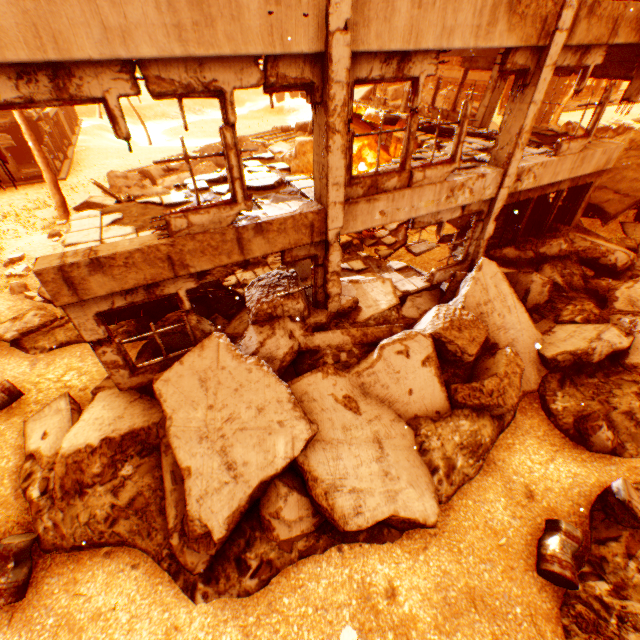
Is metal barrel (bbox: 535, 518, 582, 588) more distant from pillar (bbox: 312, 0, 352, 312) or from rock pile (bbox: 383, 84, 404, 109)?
rock pile (bbox: 383, 84, 404, 109)

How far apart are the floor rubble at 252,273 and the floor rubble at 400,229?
3.5 meters

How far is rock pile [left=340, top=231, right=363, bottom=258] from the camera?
11.69m

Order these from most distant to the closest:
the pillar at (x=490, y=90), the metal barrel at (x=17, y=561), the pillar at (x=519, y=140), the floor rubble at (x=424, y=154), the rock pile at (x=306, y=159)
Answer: the rock pile at (x=306, y=159), the pillar at (x=490, y=90), the floor rubble at (x=424, y=154), the pillar at (x=519, y=140), the metal barrel at (x=17, y=561)

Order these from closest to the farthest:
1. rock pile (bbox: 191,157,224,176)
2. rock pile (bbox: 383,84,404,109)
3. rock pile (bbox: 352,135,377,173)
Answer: rock pile (bbox: 191,157,224,176), rock pile (bbox: 352,135,377,173), rock pile (bbox: 383,84,404,109)

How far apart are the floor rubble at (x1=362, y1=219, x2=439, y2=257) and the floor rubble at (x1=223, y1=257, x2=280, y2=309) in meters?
3.5

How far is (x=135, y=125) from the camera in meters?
45.2 m

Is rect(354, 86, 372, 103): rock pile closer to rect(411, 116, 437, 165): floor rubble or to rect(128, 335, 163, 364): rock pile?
rect(128, 335, 163, 364): rock pile
